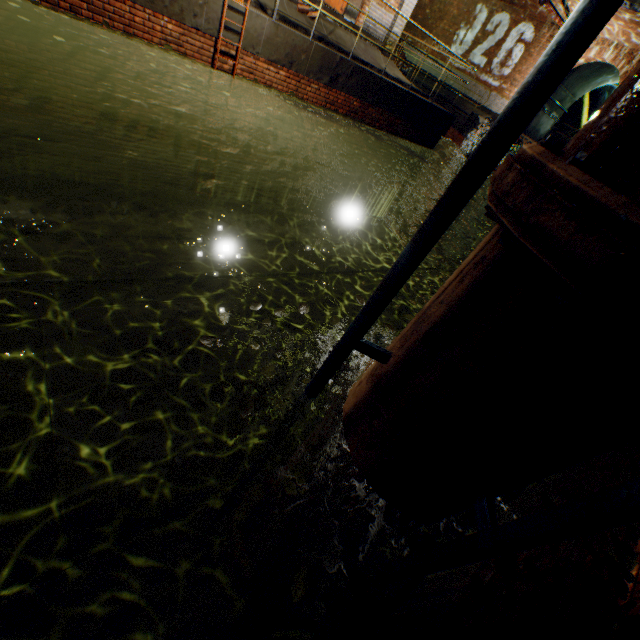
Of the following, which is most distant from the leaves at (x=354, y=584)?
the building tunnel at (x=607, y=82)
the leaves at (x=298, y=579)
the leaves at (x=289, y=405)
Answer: the building tunnel at (x=607, y=82)

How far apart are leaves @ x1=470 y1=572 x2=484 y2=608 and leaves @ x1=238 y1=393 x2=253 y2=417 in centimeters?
158cm

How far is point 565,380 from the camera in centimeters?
108cm

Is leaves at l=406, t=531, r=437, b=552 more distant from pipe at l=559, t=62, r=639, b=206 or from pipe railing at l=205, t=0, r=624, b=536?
pipe at l=559, t=62, r=639, b=206

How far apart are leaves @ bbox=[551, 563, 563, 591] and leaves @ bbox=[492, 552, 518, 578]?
0.1m

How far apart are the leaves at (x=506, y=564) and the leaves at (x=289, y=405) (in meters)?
1.50

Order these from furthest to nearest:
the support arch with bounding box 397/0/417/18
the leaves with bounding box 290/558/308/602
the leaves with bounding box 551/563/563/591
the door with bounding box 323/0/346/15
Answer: the support arch with bounding box 397/0/417/18 → the door with bounding box 323/0/346/15 → the leaves with bounding box 551/563/563/591 → the leaves with bounding box 290/558/308/602

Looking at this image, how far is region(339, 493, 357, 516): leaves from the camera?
1.75m
